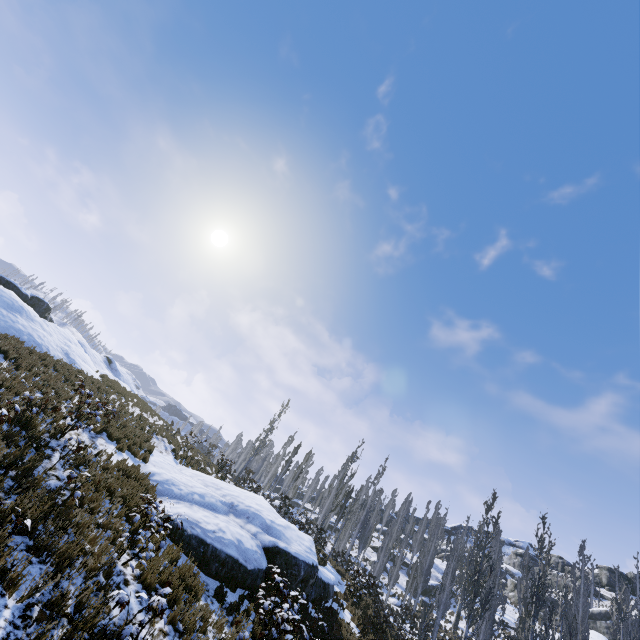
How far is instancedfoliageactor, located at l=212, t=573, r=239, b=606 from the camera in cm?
903

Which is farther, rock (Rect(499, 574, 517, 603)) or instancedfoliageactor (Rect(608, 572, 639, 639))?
rock (Rect(499, 574, 517, 603))

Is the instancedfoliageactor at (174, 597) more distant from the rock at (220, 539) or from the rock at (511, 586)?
the rock at (511, 586)

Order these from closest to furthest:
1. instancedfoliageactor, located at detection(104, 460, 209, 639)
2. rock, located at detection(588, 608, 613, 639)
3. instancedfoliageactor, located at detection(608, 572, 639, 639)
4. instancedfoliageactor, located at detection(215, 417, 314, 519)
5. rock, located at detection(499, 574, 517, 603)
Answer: instancedfoliageactor, located at detection(104, 460, 209, 639) < instancedfoliageactor, located at detection(608, 572, 639, 639) < instancedfoliageactor, located at detection(215, 417, 314, 519) < rock, located at detection(588, 608, 613, 639) < rock, located at detection(499, 574, 517, 603)

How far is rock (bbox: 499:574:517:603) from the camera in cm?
4859

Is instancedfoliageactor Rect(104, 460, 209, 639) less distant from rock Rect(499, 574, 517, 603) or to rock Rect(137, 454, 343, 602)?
rock Rect(137, 454, 343, 602)

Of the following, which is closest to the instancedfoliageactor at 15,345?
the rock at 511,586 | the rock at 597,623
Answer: the rock at 511,586

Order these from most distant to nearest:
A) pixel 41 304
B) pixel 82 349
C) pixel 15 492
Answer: pixel 41 304 → pixel 82 349 → pixel 15 492
